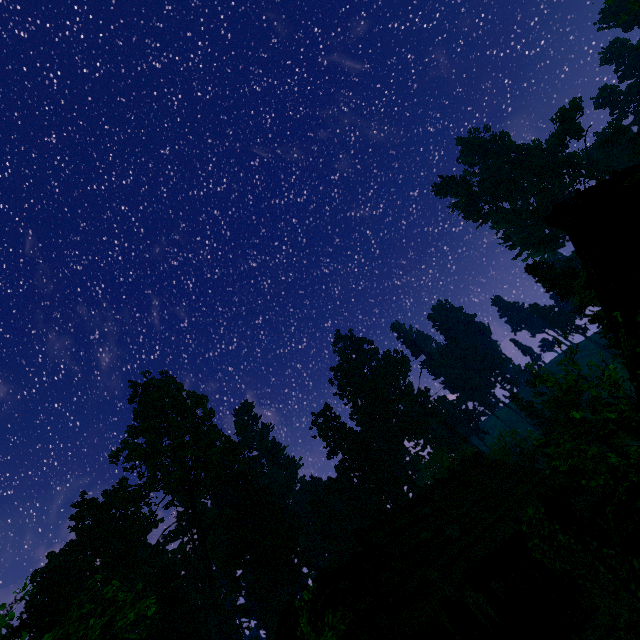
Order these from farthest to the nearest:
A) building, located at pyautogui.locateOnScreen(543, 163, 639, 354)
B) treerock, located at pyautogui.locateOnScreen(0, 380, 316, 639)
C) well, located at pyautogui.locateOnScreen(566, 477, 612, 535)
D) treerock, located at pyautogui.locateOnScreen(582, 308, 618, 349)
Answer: treerock, located at pyautogui.locateOnScreen(0, 380, 316, 639) → treerock, located at pyautogui.locateOnScreen(582, 308, 618, 349) → well, located at pyautogui.locateOnScreen(566, 477, 612, 535) → building, located at pyautogui.locateOnScreen(543, 163, 639, 354)

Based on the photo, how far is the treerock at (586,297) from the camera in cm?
3309

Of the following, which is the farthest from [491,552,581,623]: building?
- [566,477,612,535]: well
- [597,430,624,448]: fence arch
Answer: [566,477,612,535]: well

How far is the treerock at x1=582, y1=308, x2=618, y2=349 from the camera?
31.33m

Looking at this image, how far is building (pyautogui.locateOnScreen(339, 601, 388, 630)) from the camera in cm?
979

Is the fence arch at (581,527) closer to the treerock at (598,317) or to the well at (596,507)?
the treerock at (598,317)

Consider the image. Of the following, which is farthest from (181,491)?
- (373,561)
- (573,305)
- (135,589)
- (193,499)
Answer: (573,305)
